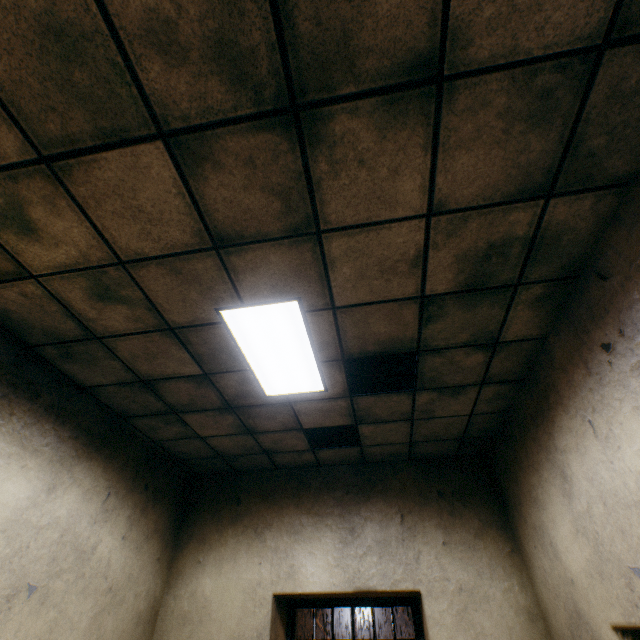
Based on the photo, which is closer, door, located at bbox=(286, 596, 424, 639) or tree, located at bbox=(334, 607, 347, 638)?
door, located at bbox=(286, 596, 424, 639)

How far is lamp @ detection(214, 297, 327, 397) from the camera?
2.5m

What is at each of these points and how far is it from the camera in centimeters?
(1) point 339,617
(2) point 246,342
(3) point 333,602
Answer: (1) tree, 1966cm
(2) lamp, 275cm
(3) door, 445cm

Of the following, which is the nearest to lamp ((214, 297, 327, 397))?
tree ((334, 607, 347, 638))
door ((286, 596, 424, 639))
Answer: door ((286, 596, 424, 639))

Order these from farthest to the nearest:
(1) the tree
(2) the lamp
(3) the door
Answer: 1. (1) the tree
2. (3) the door
3. (2) the lamp

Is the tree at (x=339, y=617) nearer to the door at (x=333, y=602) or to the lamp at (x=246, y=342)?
the door at (x=333, y=602)

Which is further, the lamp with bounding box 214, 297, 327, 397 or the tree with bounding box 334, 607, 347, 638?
the tree with bounding box 334, 607, 347, 638
